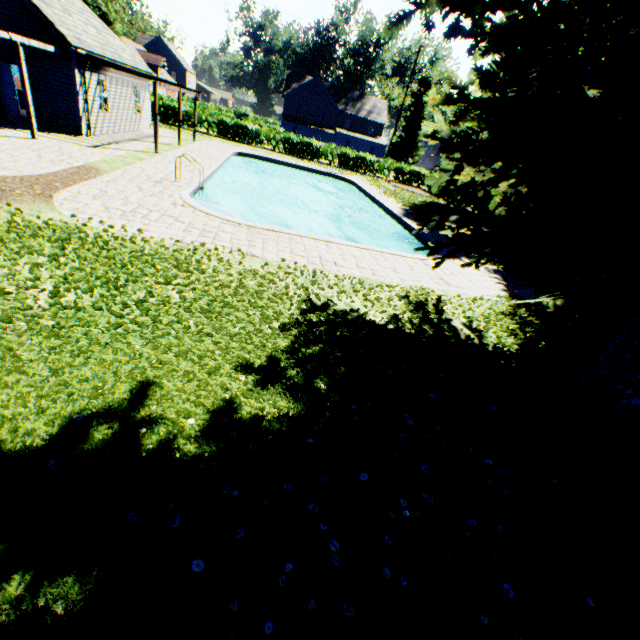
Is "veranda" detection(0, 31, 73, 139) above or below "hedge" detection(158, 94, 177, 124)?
above

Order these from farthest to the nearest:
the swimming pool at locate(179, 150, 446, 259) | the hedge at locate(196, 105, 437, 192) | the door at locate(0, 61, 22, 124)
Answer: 1. the hedge at locate(196, 105, 437, 192)
2. the door at locate(0, 61, 22, 124)
3. the swimming pool at locate(179, 150, 446, 259)

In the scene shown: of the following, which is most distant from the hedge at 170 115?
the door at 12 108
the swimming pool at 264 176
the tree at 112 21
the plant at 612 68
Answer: the door at 12 108

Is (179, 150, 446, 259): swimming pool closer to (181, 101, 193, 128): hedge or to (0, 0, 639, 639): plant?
(0, 0, 639, 639): plant

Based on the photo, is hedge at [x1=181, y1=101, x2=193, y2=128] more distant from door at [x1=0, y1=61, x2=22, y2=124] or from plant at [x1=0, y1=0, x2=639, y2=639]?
door at [x1=0, y1=61, x2=22, y2=124]

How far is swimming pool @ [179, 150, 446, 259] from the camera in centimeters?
1062cm

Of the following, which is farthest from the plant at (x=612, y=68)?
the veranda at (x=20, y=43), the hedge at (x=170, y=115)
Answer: the veranda at (x=20, y=43)

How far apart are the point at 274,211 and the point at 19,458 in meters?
22.0 m
